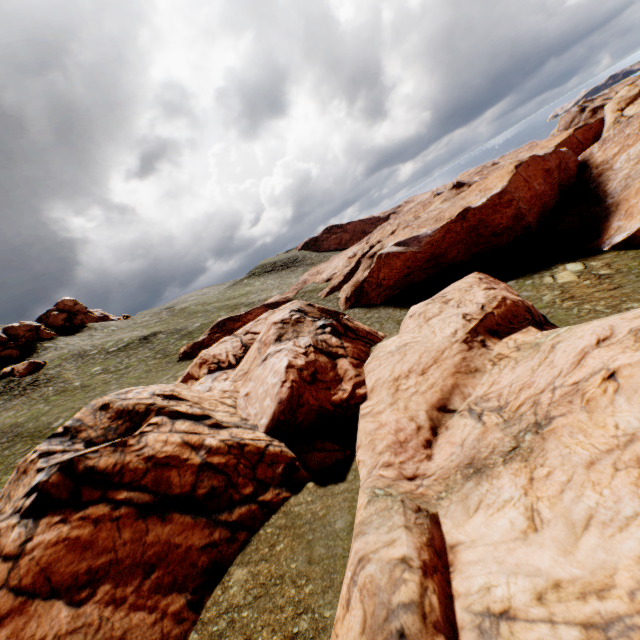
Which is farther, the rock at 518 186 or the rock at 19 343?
the rock at 19 343

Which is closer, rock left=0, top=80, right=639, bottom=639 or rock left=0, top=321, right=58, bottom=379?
rock left=0, top=80, right=639, bottom=639

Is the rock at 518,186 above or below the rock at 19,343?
below

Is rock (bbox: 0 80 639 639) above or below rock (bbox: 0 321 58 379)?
below

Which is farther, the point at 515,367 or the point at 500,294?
the point at 500,294
